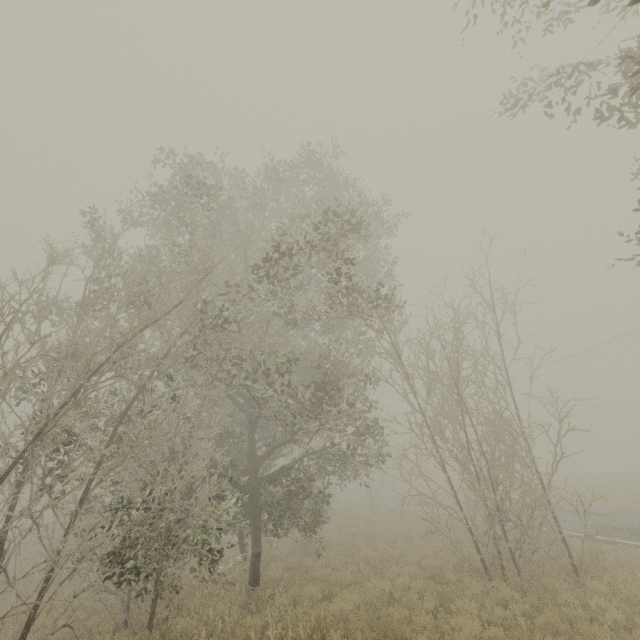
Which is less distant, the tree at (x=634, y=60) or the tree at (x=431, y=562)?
the tree at (x=634, y=60)

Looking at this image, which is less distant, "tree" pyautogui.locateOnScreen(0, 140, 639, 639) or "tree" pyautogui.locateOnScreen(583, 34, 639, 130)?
"tree" pyautogui.locateOnScreen(583, 34, 639, 130)

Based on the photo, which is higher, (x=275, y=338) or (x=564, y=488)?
(x=275, y=338)
